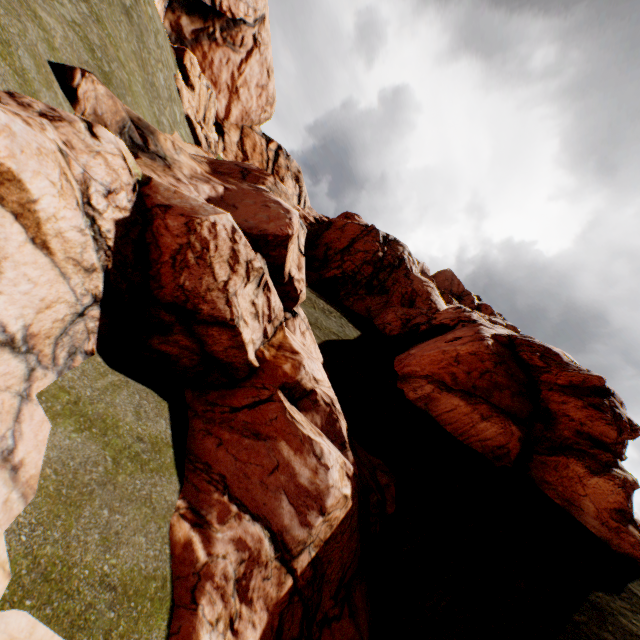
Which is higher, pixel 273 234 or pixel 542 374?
pixel 542 374

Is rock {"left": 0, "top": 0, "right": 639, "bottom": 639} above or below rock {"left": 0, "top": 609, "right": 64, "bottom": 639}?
→ above

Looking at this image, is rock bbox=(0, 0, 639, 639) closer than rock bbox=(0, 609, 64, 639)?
No

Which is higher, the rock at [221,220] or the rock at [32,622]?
the rock at [221,220]

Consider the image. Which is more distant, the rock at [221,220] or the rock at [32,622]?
the rock at [221,220]
